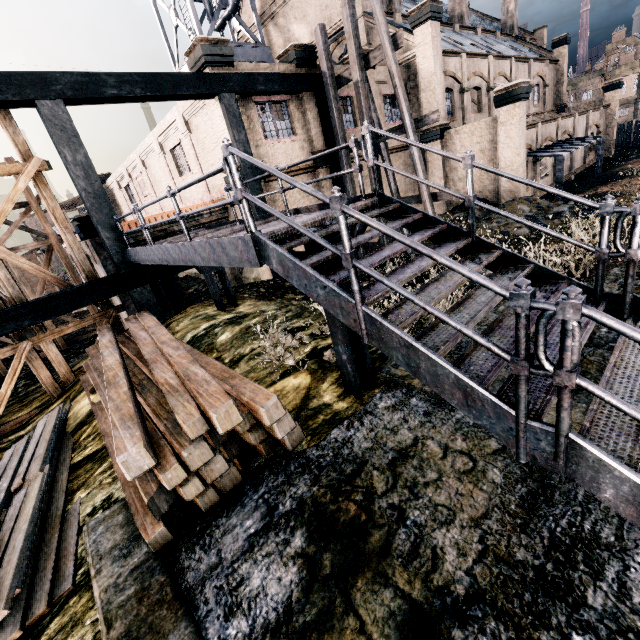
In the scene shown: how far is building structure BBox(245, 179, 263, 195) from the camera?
14.3m

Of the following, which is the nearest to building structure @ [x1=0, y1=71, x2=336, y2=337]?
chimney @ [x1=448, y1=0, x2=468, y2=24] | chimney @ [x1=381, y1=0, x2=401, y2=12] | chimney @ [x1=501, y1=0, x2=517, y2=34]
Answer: chimney @ [x1=381, y1=0, x2=401, y2=12]

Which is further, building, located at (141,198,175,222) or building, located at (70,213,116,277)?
→ building, located at (141,198,175,222)

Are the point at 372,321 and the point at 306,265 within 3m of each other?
yes

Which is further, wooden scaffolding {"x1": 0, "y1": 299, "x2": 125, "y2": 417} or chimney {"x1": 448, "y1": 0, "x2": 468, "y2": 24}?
chimney {"x1": 448, "y1": 0, "x2": 468, "y2": 24}

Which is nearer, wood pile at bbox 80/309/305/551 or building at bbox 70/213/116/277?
wood pile at bbox 80/309/305/551

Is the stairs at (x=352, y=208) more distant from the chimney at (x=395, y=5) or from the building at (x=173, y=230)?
the chimney at (x=395, y=5)

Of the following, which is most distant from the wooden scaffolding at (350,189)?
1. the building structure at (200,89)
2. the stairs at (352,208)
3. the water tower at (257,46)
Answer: the water tower at (257,46)
